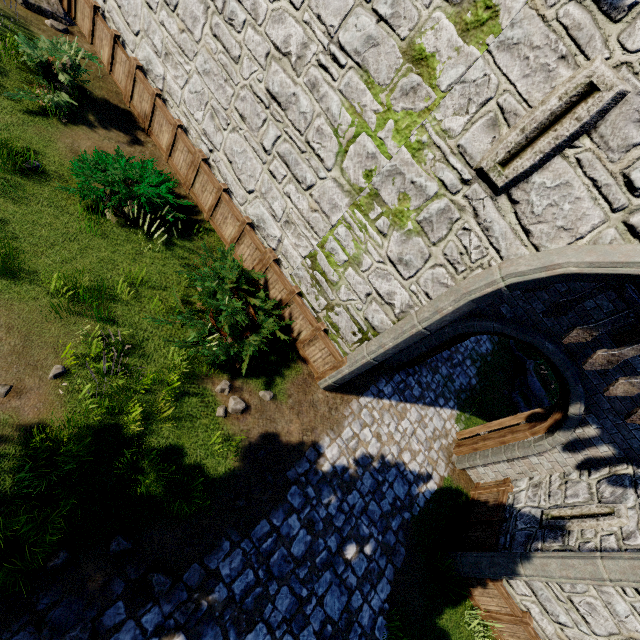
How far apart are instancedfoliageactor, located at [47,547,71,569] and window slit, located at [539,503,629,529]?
8.3 meters

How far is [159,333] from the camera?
6.10m

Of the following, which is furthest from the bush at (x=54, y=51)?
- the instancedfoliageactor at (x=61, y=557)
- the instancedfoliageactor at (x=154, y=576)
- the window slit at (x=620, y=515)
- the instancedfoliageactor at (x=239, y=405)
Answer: the window slit at (x=620, y=515)

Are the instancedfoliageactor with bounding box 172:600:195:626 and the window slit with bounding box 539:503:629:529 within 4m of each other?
no

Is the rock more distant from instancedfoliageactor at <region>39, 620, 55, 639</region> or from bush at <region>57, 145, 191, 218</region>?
instancedfoliageactor at <region>39, 620, 55, 639</region>

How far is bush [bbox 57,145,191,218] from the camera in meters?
6.3 m

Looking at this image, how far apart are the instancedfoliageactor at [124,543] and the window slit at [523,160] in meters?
7.0 m

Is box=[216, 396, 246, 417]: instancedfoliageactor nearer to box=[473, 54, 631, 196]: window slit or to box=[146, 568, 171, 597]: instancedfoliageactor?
box=[146, 568, 171, 597]: instancedfoliageactor
